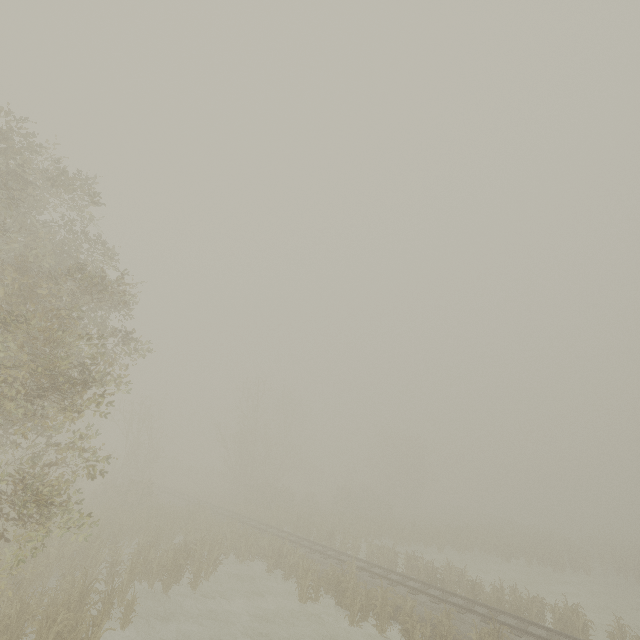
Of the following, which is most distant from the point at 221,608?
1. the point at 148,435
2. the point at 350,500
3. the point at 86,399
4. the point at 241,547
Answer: the point at 350,500
